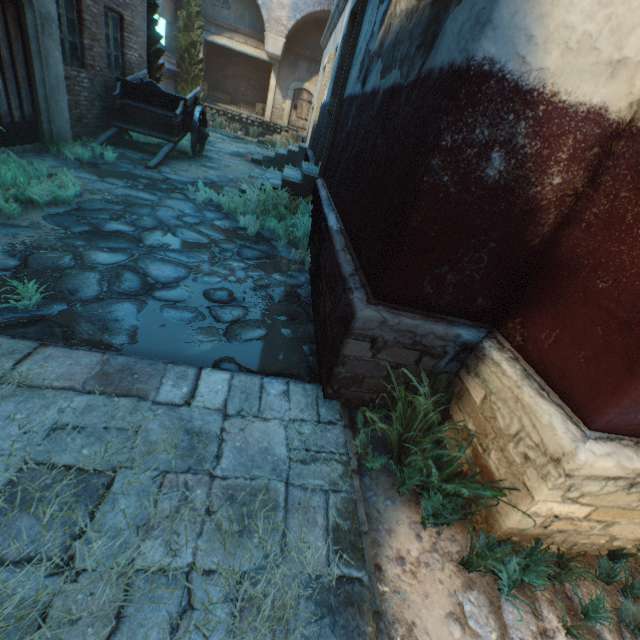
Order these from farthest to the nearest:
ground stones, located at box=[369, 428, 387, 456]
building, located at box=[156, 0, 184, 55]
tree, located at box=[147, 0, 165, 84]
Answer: building, located at box=[156, 0, 184, 55] → tree, located at box=[147, 0, 165, 84] → ground stones, located at box=[369, 428, 387, 456]

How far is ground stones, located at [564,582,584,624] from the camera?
1.81m

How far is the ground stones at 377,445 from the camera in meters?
2.4 m

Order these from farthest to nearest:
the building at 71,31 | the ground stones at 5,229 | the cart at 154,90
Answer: the cart at 154,90, the building at 71,31, the ground stones at 5,229

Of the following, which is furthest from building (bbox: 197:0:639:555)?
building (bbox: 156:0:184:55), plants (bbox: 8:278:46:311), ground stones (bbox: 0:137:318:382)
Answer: building (bbox: 156:0:184:55)

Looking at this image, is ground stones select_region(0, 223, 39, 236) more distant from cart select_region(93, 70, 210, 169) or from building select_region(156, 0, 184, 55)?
building select_region(156, 0, 184, 55)

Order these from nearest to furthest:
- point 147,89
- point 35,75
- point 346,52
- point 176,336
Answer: point 176,336 → point 35,75 → point 346,52 → point 147,89

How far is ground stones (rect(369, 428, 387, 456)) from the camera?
2.43m
